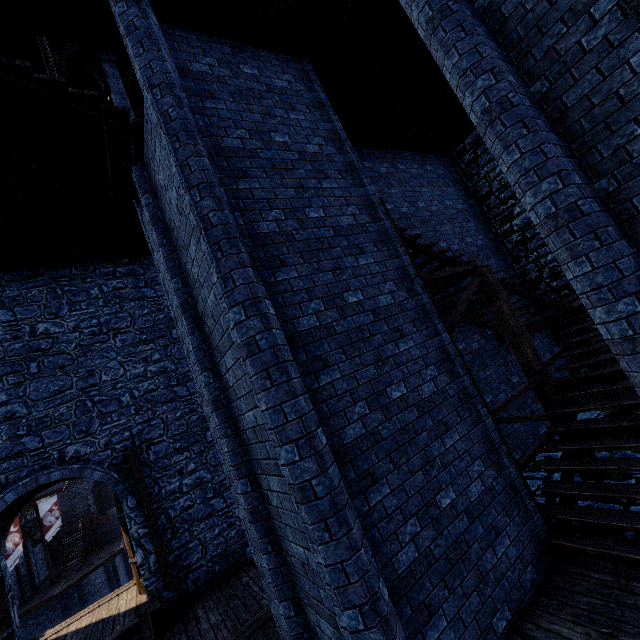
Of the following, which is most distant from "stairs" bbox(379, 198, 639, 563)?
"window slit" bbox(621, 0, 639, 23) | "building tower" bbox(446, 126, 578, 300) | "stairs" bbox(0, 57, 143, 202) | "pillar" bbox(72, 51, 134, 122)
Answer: "pillar" bbox(72, 51, 134, 122)

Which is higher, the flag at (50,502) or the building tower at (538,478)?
the flag at (50,502)

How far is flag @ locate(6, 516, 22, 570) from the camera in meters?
15.4

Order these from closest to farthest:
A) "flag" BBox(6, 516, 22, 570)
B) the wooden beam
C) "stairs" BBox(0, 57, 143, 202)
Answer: "stairs" BBox(0, 57, 143, 202), the wooden beam, "flag" BBox(6, 516, 22, 570)

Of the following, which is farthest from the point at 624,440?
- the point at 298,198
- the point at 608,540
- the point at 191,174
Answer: the point at 191,174

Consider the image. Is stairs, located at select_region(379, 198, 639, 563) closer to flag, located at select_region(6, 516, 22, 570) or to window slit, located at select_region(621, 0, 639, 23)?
A: window slit, located at select_region(621, 0, 639, 23)

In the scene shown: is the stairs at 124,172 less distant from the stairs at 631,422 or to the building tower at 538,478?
the stairs at 631,422

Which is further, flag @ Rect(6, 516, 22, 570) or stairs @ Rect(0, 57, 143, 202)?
flag @ Rect(6, 516, 22, 570)
